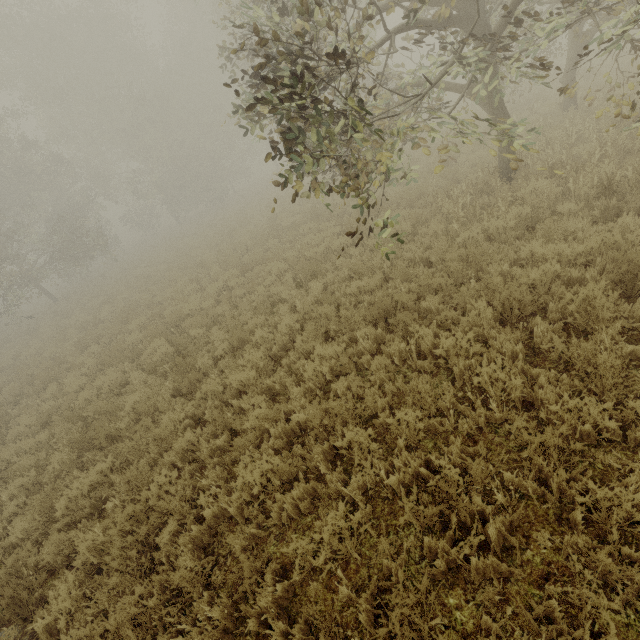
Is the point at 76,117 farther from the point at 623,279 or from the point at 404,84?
the point at 623,279
